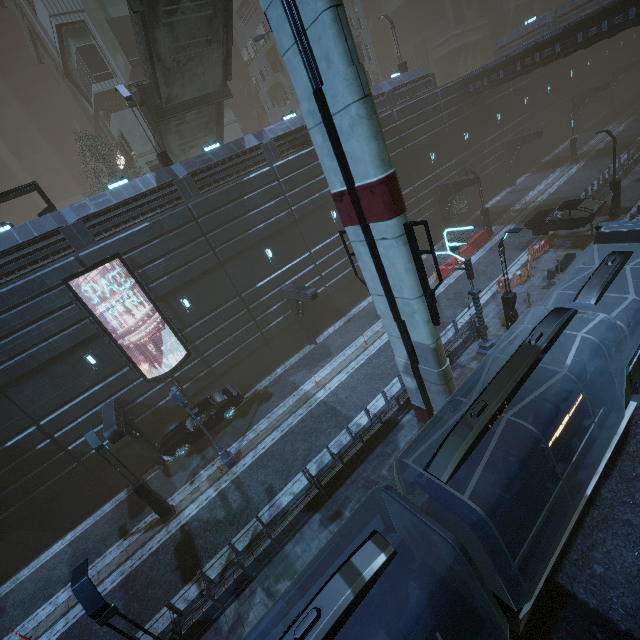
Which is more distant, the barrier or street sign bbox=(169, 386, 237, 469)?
the barrier

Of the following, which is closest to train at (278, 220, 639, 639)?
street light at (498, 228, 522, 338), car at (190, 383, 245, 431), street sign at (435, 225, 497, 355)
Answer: street light at (498, 228, 522, 338)

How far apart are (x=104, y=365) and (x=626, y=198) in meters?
36.1 m

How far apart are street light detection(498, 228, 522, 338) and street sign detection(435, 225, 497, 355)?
0.8 meters

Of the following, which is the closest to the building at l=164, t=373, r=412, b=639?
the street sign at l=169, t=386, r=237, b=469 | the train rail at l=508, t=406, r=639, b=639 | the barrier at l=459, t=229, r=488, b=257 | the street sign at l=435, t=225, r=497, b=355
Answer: the train rail at l=508, t=406, r=639, b=639

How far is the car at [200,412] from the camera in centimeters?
1816cm

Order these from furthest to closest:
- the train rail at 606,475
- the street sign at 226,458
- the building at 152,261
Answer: the building at 152,261
the street sign at 226,458
the train rail at 606,475

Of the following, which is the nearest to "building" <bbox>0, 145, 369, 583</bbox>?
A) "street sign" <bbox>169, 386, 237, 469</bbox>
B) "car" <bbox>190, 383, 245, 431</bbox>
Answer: "car" <bbox>190, 383, 245, 431</bbox>
